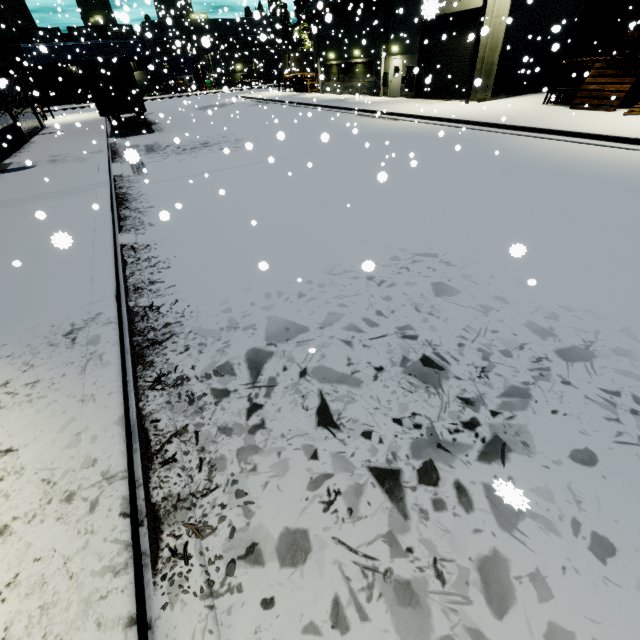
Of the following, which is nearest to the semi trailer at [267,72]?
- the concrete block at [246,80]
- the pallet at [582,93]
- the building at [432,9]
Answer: the building at [432,9]

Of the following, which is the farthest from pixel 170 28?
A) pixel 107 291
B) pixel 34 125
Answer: pixel 107 291

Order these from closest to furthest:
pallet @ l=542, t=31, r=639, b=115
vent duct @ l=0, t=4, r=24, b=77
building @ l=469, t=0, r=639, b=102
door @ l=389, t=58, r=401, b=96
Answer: pallet @ l=542, t=31, r=639, b=115 → building @ l=469, t=0, r=639, b=102 → vent duct @ l=0, t=4, r=24, b=77 → door @ l=389, t=58, r=401, b=96

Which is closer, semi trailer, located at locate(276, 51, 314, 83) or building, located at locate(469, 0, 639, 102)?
building, located at locate(469, 0, 639, 102)

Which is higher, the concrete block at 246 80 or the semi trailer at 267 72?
the semi trailer at 267 72

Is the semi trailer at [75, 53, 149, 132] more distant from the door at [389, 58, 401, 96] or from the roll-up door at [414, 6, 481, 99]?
the door at [389, 58, 401, 96]

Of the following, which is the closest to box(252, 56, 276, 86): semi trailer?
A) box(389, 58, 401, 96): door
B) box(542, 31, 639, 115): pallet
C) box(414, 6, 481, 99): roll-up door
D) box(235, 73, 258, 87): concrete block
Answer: box(235, 73, 258, 87): concrete block

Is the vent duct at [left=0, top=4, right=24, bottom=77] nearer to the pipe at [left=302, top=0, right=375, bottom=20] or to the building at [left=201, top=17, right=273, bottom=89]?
the building at [left=201, top=17, right=273, bottom=89]
